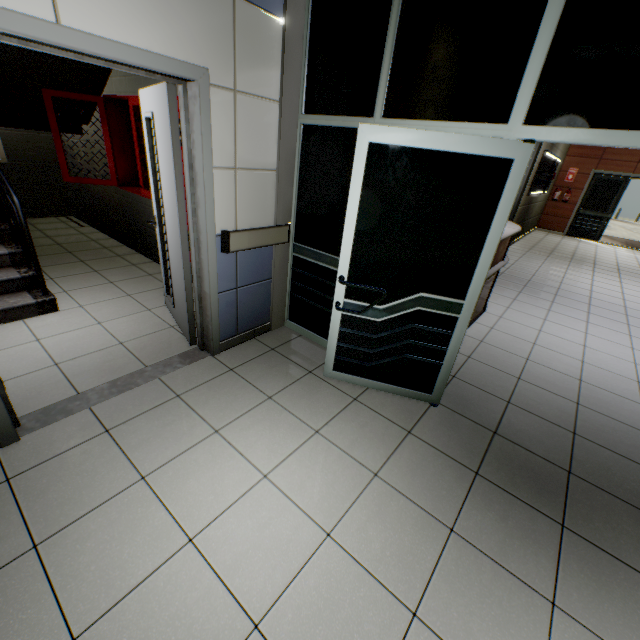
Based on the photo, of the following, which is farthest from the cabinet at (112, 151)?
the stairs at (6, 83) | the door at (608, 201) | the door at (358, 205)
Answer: the door at (608, 201)

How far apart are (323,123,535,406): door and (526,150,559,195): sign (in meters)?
7.85

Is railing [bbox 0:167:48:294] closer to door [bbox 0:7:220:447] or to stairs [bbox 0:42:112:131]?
stairs [bbox 0:42:112:131]

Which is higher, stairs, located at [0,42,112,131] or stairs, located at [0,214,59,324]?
stairs, located at [0,42,112,131]

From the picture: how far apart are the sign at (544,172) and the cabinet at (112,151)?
8.3m

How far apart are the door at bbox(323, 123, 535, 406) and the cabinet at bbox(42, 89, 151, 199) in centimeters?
237cm

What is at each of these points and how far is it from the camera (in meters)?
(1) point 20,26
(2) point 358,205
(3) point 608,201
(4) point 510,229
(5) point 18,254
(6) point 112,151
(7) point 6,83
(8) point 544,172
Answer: (1) door, 1.39
(2) door, 2.20
(3) door, 11.24
(4) desk, 3.99
(5) stairs, 3.43
(6) cabinet, 4.09
(7) stairs, 3.84
(8) sign, 8.82

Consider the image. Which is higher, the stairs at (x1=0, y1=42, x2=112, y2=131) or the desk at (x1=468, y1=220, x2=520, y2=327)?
the stairs at (x1=0, y1=42, x2=112, y2=131)
